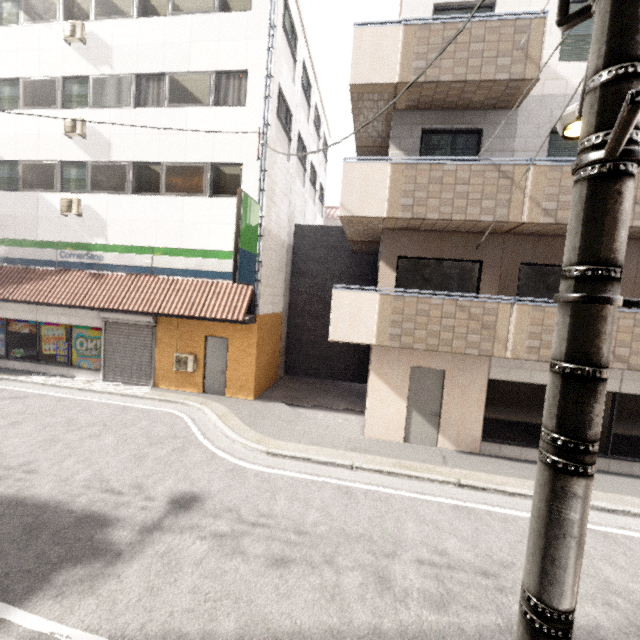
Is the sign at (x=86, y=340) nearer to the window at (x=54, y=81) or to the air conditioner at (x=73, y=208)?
the air conditioner at (x=73, y=208)

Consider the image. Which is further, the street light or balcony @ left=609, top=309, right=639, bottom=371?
balcony @ left=609, top=309, right=639, bottom=371

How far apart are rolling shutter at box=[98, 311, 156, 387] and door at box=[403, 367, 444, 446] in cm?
893

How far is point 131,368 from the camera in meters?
11.9 m

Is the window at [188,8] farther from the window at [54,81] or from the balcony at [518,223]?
the balcony at [518,223]

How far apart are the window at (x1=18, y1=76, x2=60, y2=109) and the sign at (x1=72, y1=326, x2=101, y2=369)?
7.9 meters

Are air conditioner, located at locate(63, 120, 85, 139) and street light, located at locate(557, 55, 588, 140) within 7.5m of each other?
no

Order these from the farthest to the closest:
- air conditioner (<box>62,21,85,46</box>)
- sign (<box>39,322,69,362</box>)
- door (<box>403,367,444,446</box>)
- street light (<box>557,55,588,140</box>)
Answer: sign (<box>39,322,69,362</box>), air conditioner (<box>62,21,85,46</box>), door (<box>403,367,444,446</box>), street light (<box>557,55,588,140</box>)
